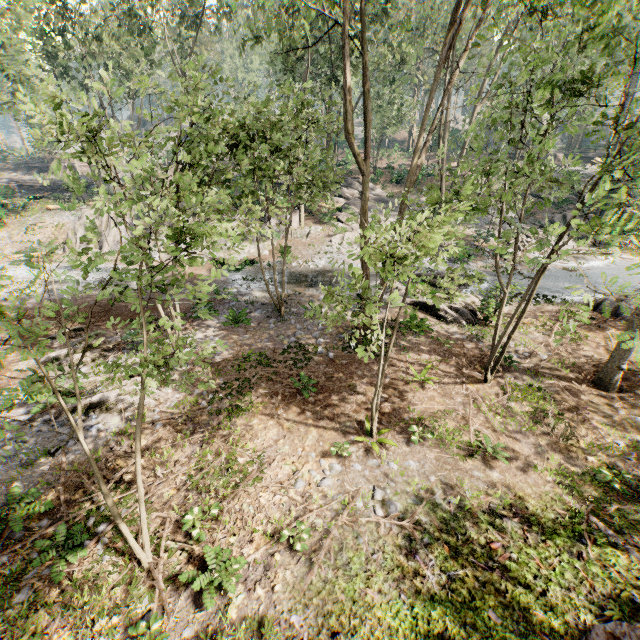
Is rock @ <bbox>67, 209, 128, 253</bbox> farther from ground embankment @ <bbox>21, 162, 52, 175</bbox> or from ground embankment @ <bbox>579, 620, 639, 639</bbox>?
ground embankment @ <bbox>21, 162, 52, 175</bbox>

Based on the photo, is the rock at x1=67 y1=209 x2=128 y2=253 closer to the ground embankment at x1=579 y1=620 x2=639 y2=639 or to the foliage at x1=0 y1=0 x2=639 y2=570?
the foliage at x1=0 y1=0 x2=639 y2=570

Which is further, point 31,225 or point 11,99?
point 31,225

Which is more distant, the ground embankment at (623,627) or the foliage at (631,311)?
the foliage at (631,311)

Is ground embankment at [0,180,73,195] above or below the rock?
above

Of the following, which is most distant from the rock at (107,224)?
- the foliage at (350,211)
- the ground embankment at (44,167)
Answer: the ground embankment at (44,167)

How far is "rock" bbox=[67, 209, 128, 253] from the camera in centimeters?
2630cm

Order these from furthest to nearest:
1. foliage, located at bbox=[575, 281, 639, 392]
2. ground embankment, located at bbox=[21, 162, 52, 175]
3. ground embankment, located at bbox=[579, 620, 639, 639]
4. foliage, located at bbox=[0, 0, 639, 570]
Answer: ground embankment, located at bbox=[21, 162, 52, 175] → foliage, located at bbox=[575, 281, 639, 392] → foliage, located at bbox=[0, 0, 639, 570] → ground embankment, located at bbox=[579, 620, 639, 639]
